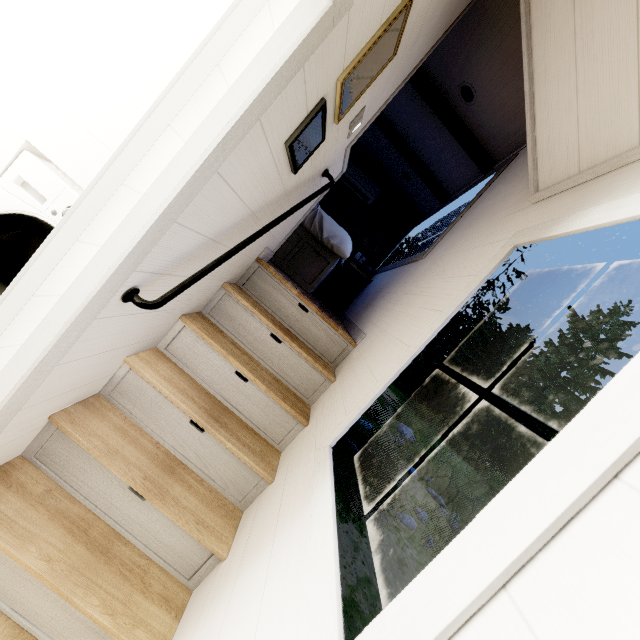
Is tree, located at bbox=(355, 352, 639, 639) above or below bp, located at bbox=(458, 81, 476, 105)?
below

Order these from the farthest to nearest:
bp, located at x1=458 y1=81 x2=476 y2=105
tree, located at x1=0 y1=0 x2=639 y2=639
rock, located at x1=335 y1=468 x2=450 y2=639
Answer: rock, located at x1=335 y1=468 x2=450 y2=639 < bp, located at x1=458 y1=81 x2=476 y2=105 < tree, located at x1=0 y1=0 x2=639 y2=639

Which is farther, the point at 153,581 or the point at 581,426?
the point at 153,581

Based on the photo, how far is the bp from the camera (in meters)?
2.76

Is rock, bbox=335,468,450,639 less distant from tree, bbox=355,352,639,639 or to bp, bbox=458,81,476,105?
tree, bbox=355,352,639,639

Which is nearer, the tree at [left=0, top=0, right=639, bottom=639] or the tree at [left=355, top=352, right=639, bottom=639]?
the tree at [left=355, top=352, right=639, bottom=639]

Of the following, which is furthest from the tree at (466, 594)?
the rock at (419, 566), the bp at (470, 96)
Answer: the rock at (419, 566)

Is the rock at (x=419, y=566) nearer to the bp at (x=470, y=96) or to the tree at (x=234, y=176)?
the tree at (x=234, y=176)
